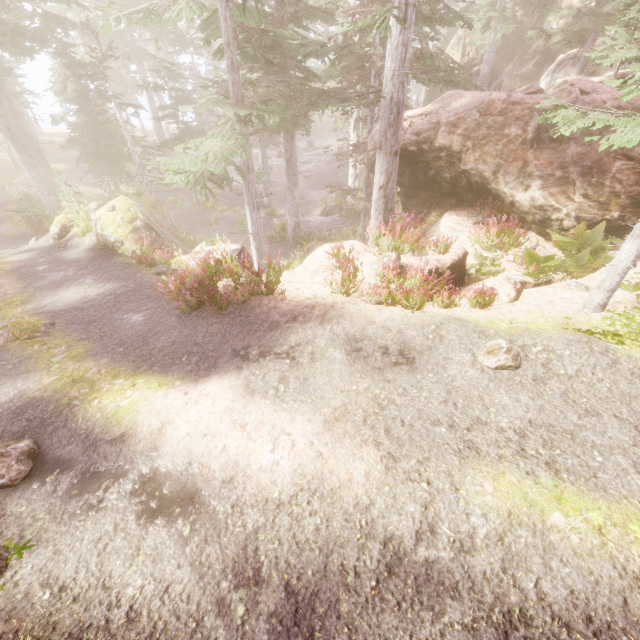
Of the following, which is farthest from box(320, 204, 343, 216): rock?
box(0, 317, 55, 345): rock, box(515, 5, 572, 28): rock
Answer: box(0, 317, 55, 345): rock

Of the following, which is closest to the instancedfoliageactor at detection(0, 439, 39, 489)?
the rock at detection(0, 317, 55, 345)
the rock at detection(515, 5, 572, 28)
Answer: the rock at detection(515, 5, 572, 28)

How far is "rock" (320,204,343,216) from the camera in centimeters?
2820cm

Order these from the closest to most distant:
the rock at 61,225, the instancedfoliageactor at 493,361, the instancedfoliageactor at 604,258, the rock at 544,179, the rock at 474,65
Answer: the instancedfoliageactor at 493,361 → the instancedfoliageactor at 604,258 → the rock at 544,179 → the rock at 61,225 → the rock at 474,65

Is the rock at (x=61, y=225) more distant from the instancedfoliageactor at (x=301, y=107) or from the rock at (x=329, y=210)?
the rock at (x=329, y=210)

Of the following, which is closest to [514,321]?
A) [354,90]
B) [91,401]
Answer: [91,401]

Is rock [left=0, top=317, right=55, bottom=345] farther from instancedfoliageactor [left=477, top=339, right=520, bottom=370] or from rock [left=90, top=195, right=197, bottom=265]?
rock [left=90, top=195, right=197, bottom=265]

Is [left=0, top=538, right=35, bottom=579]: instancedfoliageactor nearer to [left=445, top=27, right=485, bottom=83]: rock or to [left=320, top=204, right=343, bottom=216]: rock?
[left=445, top=27, right=485, bottom=83]: rock
